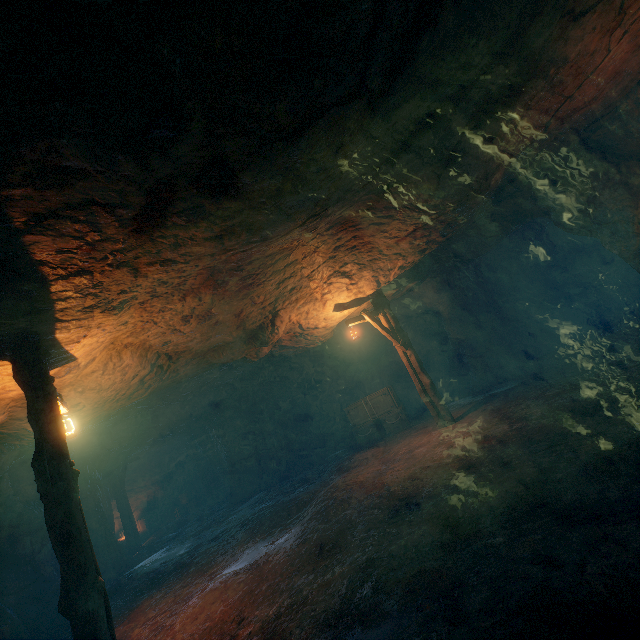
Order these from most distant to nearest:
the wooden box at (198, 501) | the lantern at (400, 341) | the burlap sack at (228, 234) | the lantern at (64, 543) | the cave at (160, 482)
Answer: the wooden box at (198, 501) → the cave at (160, 482) → the lantern at (400, 341) → the lantern at (64, 543) → the burlap sack at (228, 234)

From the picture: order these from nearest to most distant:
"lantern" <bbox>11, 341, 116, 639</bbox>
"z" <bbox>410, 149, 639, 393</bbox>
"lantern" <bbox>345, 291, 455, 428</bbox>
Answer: "lantern" <bbox>11, 341, 116, 639</bbox>, "z" <bbox>410, 149, 639, 393</bbox>, "lantern" <bbox>345, 291, 455, 428</bbox>

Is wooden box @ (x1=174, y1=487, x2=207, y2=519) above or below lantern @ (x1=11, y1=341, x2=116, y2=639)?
below

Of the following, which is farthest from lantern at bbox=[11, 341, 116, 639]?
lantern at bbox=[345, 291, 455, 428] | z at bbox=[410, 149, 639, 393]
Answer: z at bbox=[410, 149, 639, 393]

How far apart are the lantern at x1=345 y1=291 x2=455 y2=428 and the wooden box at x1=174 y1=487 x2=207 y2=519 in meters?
16.7

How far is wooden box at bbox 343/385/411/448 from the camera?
12.7m

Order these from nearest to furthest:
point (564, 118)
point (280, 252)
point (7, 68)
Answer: point (7, 68), point (564, 118), point (280, 252)

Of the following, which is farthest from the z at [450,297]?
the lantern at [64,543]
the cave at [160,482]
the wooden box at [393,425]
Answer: the lantern at [64,543]
